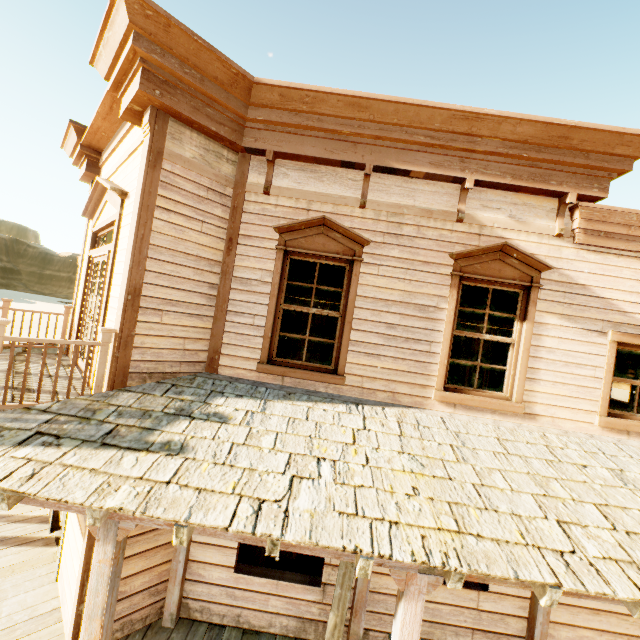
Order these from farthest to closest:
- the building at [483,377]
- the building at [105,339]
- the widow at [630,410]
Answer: the building at [483,377] → the widow at [630,410] → the building at [105,339]

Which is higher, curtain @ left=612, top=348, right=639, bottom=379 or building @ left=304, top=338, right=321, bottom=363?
curtain @ left=612, top=348, right=639, bottom=379

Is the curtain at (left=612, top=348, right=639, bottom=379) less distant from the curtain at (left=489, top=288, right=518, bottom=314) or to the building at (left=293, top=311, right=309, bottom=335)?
the building at (left=293, top=311, right=309, bottom=335)

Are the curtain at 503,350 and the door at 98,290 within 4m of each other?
no

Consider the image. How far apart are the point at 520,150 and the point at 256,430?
4.9m

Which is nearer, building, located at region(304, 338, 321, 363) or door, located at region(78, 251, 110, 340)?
door, located at region(78, 251, 110, 340)

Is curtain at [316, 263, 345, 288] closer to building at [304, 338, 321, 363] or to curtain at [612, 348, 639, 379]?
building at [304, 338, 321, 363]

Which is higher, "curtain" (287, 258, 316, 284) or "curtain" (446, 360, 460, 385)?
"curtain" (287, 258, 316, 284)
